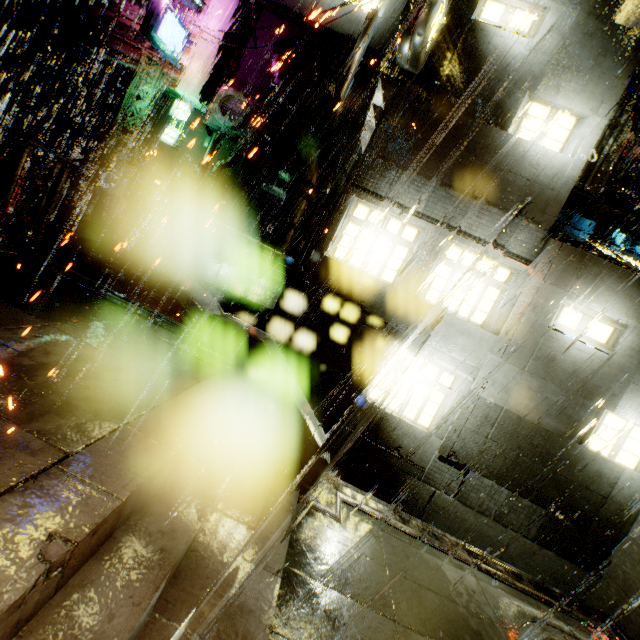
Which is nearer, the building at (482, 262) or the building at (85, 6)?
the building at (482, 262)

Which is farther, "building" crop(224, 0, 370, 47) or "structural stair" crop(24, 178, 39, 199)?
"building" crop(224, 0, 370, 47)

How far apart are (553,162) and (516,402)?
6.1 meters

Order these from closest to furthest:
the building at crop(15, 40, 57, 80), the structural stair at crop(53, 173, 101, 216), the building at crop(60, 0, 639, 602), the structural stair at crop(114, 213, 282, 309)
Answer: the building at crop(60, 0, 639, 602) → the structural stair at crop(53, 173, 101, 216) → the structural stair at crop(114, 213, 282, 309) → the building at crop(15, 40, 57, 80)

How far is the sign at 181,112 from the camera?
16.6 meters

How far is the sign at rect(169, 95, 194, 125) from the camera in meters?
16.6 m

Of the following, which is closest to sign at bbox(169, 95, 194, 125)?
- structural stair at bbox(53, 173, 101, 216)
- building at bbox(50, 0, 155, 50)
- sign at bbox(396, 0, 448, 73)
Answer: building at bbox(50, 0, 155, 50)

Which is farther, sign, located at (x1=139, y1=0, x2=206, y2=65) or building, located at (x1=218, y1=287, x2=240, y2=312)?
building, located at (x1=218, y1=287, x2=240, y2=312)
